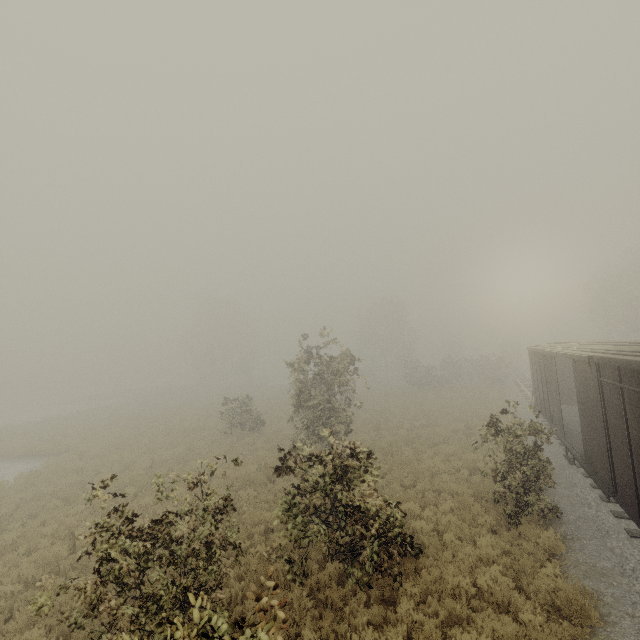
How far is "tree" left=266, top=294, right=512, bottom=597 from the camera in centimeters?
752cm

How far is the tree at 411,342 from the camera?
7.52m

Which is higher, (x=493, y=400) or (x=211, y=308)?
(x=211, y=308)

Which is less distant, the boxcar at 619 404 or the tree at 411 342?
the boxcar at 619 404

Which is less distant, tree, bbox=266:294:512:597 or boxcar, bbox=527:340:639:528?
boxcar, bbox=527:340:639:528
